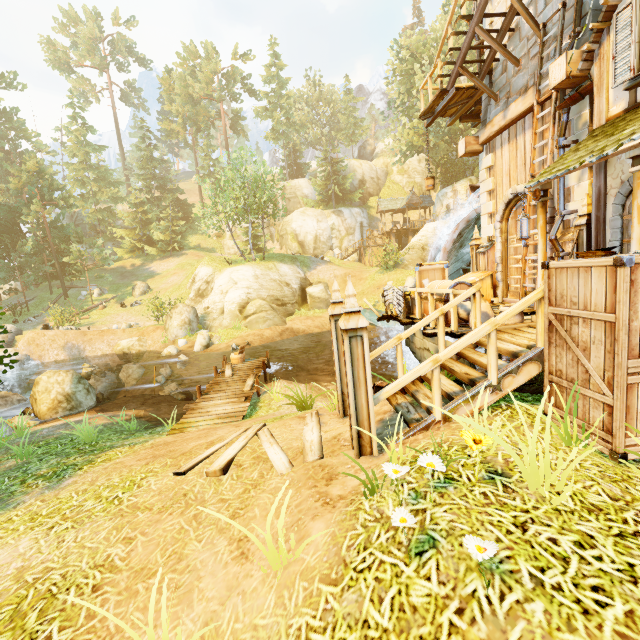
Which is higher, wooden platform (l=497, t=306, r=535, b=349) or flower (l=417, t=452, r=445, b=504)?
wooden platform (l=497, t=306, r=535, b=349)

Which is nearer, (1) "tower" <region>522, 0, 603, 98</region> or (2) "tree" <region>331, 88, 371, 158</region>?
(1) "tower" <region>522, 0, 603, 98</region>

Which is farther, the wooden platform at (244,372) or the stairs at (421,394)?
the wooden platform at (244,372)

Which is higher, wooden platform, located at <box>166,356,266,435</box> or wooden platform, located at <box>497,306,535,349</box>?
wooden platform, located at <box>497,306,535,349</box>

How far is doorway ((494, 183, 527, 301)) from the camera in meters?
9.3 m

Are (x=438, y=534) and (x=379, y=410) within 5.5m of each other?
yes

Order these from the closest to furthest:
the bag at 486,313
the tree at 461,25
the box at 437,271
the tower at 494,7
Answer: the bag at 486,313 < the box at 437,271 < the tower at 494,7 < the tree at 461,25

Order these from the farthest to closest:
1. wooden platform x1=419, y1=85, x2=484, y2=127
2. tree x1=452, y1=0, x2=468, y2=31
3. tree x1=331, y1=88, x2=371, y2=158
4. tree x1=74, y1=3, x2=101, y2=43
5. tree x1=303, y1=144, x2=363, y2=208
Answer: tree x1=74, y1=3, x2=101, y2=43 < tree x1=331, y1=88, x2=371, y2=158 < tree x1=303, y1=144, x2=363, y2=208 < tree x1=452, y1=0, x2=468, y2=31 < wooden platform x1=419, y1=85, x2=484, y2=127
